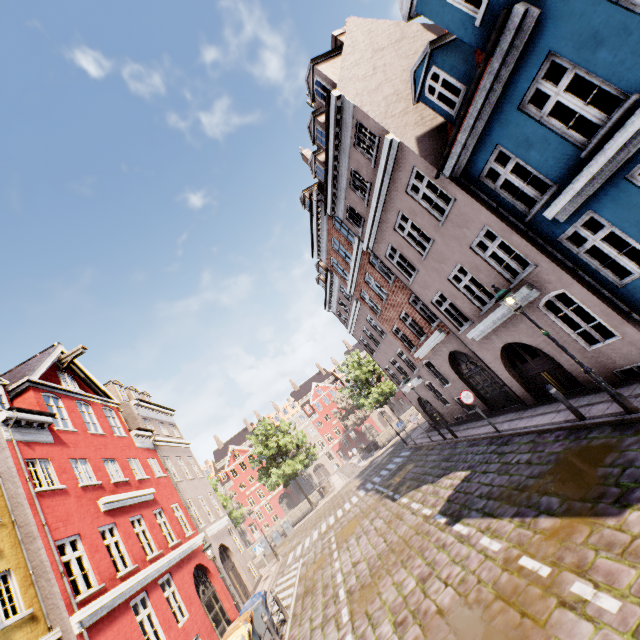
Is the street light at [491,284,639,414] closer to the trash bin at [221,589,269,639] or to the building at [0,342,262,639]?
the building at [0,342,262,639]

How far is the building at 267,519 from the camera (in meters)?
57.47

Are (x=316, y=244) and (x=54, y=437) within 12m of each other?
no

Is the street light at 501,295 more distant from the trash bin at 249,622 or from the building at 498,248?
the trash bin at 249,622

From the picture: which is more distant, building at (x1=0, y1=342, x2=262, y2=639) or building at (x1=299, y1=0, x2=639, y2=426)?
building at (x1=0, y1=342, x2=262, y2=639)

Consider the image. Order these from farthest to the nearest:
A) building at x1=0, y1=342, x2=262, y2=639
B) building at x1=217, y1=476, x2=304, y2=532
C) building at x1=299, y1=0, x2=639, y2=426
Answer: building at x1=217, y1=476, x2=304, y2=532, building at x1=0, y1=342, x2=262, y2=639, building at x1=299, y1=0, x2=639, y2=426

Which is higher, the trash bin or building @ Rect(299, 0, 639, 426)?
building @ Rect(299, 0, 639, 426)
